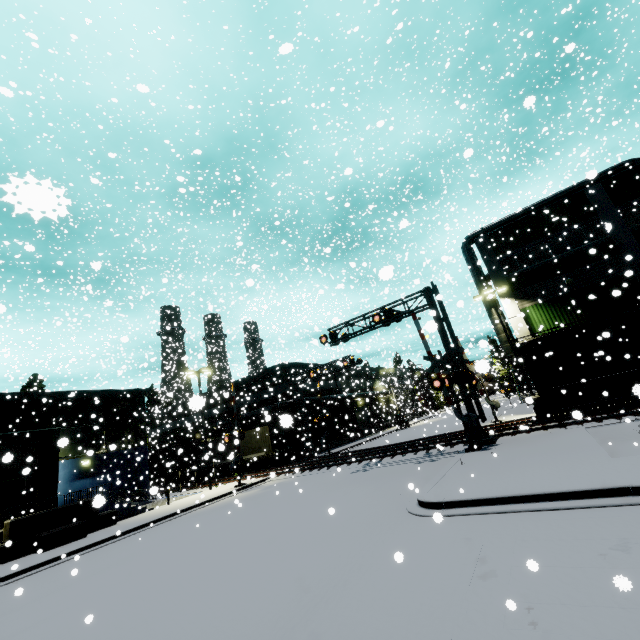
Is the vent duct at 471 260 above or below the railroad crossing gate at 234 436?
above

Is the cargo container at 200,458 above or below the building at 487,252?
below

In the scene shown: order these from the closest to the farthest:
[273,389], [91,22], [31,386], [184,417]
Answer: [91,22]
[273,389]
[31,386]
[184,417]

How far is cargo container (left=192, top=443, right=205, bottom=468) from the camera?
36.50m

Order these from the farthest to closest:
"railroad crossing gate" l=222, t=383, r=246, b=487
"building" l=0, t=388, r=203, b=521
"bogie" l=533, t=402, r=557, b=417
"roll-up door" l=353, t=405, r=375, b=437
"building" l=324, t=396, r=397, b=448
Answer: "roll-up door" l=353, t=405, r=375, b=437
"building" l=324, t=396, r=397, b=448
"railroad crossing gate" l=222, t=383, r=246, b=487
"bogie" l=533, t=402, r=557, b=417
"building" l=0, t=388, r=203, b=521

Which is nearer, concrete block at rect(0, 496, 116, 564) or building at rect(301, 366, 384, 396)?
concrete block at rect(0, 496, 116, 564)

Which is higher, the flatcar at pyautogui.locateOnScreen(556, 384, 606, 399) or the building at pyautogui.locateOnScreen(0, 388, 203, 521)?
the building at pyautogui.locateOnScreen(0, 388, 203, 521)
